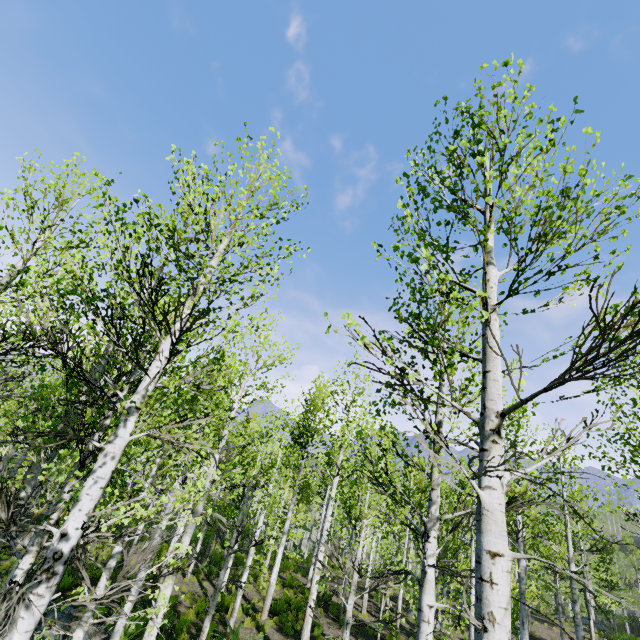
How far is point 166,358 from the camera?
3.8m
